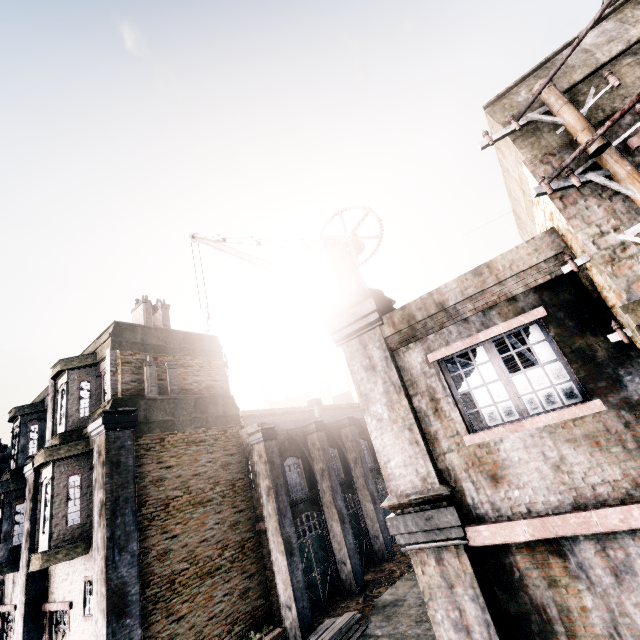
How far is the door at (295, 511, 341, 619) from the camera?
14.34m

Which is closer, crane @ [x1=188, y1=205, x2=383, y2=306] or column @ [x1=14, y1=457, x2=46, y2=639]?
crane @ [x1=188, y1=205, x2=383, y2=306]

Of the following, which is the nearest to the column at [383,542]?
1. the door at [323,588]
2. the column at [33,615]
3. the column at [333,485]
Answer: the column at [333,485]

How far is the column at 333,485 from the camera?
15.4m

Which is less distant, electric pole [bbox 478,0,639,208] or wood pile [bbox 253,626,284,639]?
electric pole [bbox 478,0,639,208]

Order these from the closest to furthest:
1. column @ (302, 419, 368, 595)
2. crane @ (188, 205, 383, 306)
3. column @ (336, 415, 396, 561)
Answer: crane @ (188, 205, 383, 306)
column @ (302, 419, 368, 595)
column @ (336, 415, 396, 561)

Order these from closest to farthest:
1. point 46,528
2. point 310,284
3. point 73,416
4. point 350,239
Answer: point 350,239 → point 310,284 → point 46,528 → point 73,416

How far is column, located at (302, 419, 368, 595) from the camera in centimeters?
1542cm
